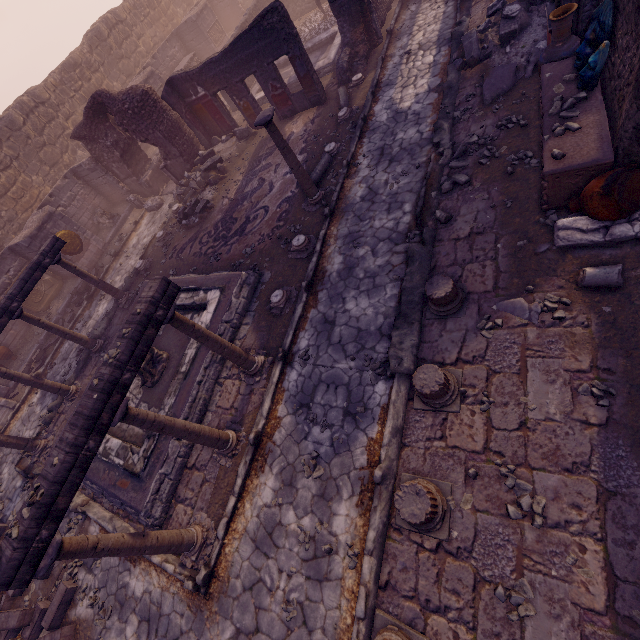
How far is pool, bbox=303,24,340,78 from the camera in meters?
12.5 m

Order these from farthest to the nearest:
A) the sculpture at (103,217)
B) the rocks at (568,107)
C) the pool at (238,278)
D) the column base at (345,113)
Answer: the sculpture at (103,217) → the column base at (345,113) → the pool at (238,278) → the rocks at (568,107)

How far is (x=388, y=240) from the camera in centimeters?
704cm

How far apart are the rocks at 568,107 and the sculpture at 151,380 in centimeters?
949cm

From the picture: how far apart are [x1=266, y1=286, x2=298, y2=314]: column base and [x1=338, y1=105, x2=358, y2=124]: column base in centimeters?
608cm

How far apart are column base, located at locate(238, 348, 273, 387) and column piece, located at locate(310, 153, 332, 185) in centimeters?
495cm

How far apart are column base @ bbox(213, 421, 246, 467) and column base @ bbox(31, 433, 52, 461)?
6.5 meters

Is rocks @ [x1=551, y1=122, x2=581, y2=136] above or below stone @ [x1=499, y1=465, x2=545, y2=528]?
above
